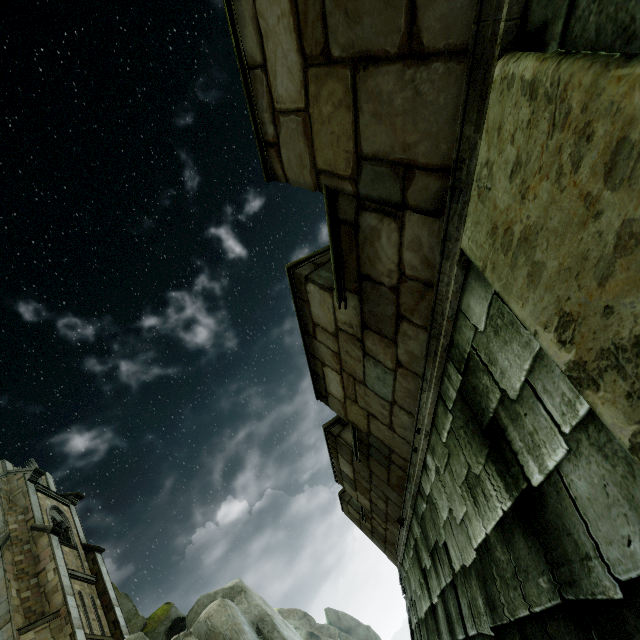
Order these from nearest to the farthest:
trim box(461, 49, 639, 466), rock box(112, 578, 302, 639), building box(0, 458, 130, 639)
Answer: trim box(461, 49, 639, 466), building box(0, 458, 130, 639), rock box(112, 578, 302, 639)

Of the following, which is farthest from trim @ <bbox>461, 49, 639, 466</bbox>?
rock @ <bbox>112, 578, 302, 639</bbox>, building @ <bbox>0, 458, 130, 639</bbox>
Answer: building @ <bbox>0, 458, 130, 639</bbox>

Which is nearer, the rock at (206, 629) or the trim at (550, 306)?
the trim at (550, 306)

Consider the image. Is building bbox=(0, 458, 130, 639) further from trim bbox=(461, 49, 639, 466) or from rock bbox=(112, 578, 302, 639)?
trim bbox=(461, 49, 639, 466)

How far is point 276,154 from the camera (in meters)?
2.71

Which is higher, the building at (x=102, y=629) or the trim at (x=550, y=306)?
the building at (x=102, y=629)
